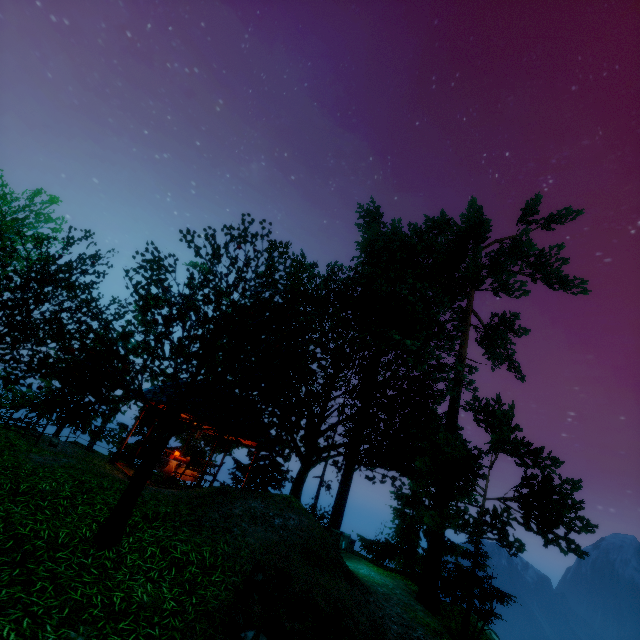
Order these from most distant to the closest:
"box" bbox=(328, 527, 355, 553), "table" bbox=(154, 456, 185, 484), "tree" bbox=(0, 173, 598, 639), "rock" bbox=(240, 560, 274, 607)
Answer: "box" bbox=(328, 527, 355, 553)
"table" bbox=(154, 456, 185, 484)
"tree" bbox=(0, 173, 598, 639)
"rock" bbox=(240, 560, 274, 607)

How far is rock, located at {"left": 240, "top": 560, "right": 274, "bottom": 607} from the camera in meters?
5.4

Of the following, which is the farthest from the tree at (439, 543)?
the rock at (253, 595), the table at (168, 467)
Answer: the table at (168, 467)

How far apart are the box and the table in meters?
7.4

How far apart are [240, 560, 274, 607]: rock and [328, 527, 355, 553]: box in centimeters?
1109cm

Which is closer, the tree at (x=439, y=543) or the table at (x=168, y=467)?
the tree at (x=439, y=543)

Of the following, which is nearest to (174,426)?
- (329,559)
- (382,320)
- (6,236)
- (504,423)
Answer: (329,559)

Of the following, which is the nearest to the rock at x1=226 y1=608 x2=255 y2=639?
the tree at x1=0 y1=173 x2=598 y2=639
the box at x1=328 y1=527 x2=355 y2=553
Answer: the tree at x1=0 y1=173 x2=598 y2=639
